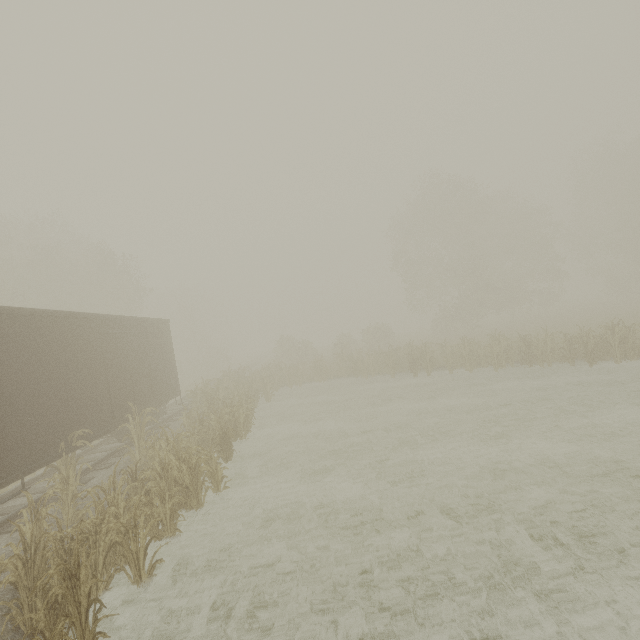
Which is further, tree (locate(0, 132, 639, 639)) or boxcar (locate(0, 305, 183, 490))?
boxcar (locate(0, 305, 183, 490))

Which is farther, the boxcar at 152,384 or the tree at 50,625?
the boxcar at 152,384

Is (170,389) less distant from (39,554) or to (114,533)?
(114,533)
